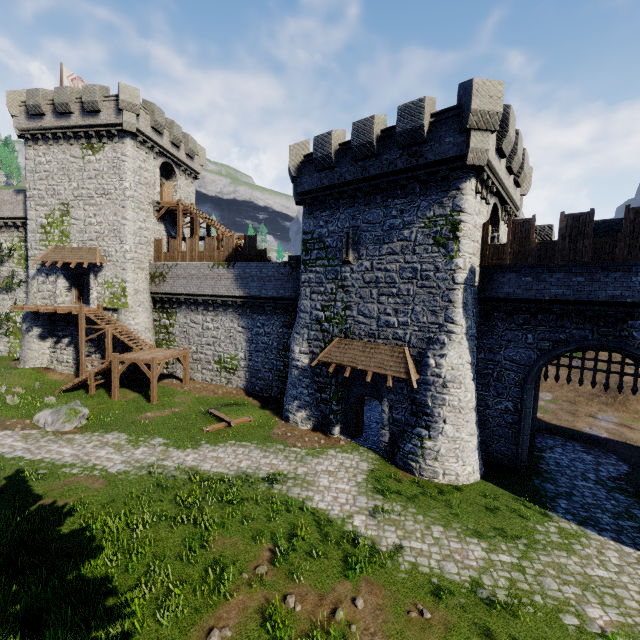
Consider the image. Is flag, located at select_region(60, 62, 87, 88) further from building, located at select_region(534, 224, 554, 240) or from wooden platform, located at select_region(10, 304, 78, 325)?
building, located at select_region(534, 224, 554, 240)

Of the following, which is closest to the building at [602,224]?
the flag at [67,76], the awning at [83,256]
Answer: the awning at [83,256]

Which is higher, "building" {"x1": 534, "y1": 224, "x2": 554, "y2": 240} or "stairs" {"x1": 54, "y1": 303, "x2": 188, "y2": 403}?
"building" {"x1": 534, "y1": 224, "x2": 554, "y2": 240}

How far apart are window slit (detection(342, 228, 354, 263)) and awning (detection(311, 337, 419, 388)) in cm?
408

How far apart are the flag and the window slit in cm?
2932

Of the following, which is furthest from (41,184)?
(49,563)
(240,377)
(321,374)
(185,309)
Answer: (49,563)

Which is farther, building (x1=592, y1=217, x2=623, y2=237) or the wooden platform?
the wooden platform

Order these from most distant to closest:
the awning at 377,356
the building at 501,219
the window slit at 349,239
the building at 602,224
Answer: the window slit at 349,239, the building at 602,224, the awning at 377,356, the building at 501,219
